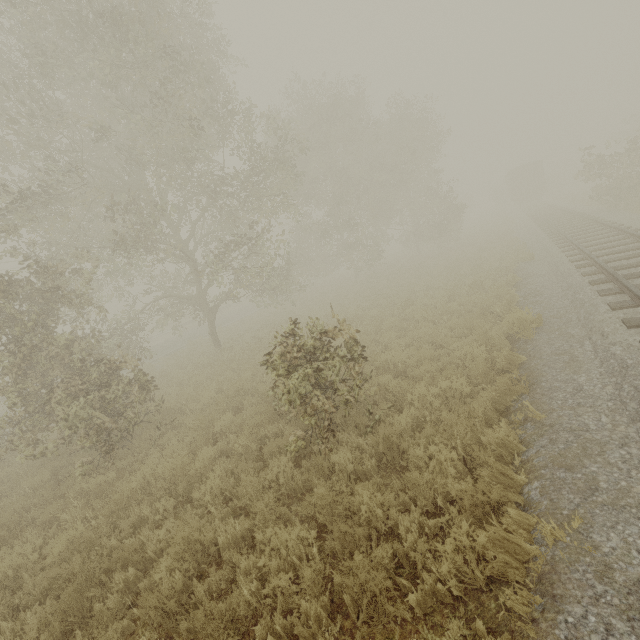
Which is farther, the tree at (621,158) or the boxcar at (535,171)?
the boxcar at (535,171)

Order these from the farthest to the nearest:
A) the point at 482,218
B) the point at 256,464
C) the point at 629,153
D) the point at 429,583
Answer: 1. the point at 482,218
2. the point at 629,153
3. the point at 256,464
4. the point at 429,583

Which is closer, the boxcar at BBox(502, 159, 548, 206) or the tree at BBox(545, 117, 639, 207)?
the tree at BBox(545, 117, 639, 207)

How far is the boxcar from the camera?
37.4 meters

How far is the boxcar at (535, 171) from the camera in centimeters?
3741cm
